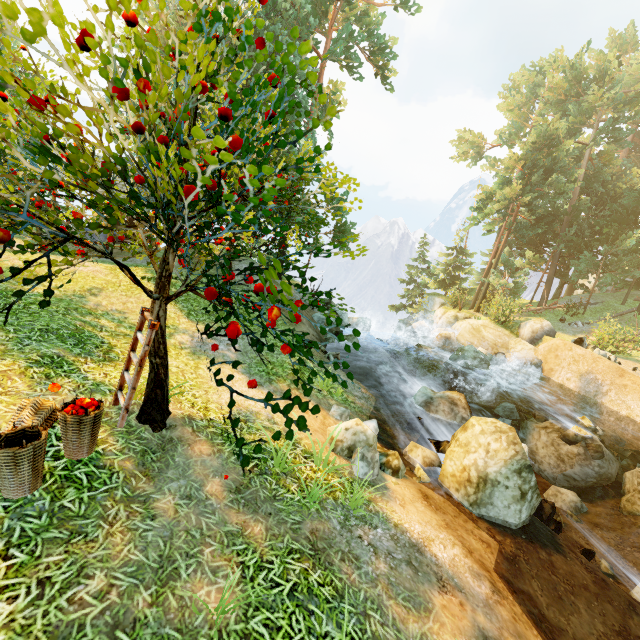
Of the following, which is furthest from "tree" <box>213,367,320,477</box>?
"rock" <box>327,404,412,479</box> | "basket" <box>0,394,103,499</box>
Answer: "rock" <box>327,404,412,479</box>

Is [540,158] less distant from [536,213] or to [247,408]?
[536,213]

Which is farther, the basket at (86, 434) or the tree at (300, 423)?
the basket at (86, 434)

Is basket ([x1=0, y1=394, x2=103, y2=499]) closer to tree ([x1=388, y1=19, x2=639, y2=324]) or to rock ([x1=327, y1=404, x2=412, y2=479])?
tree ([x1=388, y1=19, x2=639, y2=324])

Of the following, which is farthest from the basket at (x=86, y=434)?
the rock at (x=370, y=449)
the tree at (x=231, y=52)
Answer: the rock at (x=370, y=449)

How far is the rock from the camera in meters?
6.1
